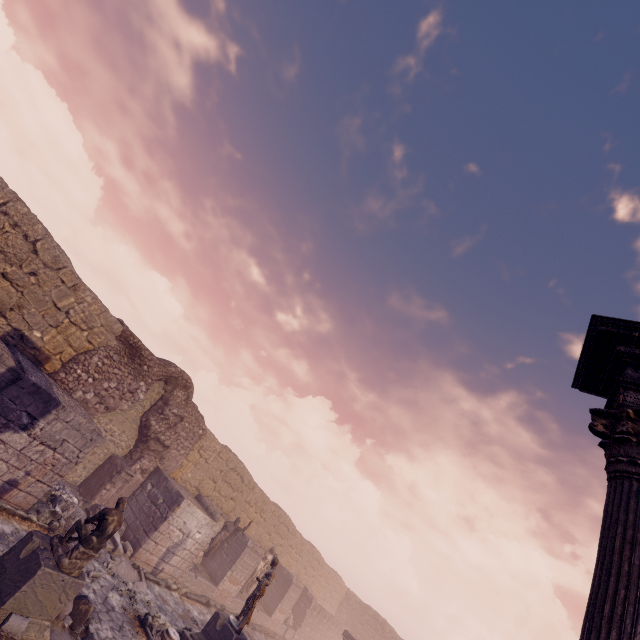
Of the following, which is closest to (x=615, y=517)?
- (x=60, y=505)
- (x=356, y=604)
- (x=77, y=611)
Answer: (x=77, y=611)

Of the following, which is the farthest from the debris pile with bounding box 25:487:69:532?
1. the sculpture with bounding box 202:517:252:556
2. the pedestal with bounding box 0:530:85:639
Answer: the sculpture with bounding box 202:517:252:556

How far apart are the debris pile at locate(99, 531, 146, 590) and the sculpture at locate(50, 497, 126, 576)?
4.9m

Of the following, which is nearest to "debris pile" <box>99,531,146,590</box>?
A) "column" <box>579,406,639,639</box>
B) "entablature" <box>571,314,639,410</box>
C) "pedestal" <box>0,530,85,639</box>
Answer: "pedestal" <box>0,530,85,639</box>

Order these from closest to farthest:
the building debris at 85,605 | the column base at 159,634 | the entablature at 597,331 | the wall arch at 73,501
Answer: the entablature at 597,331
the building debris at 85,605
the column base at 159,634
the wall arch at 73,501

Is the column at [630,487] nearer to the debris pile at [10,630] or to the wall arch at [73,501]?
the debris pile at [10,630]

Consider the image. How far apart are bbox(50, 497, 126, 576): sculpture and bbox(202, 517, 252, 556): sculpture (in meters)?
10.44

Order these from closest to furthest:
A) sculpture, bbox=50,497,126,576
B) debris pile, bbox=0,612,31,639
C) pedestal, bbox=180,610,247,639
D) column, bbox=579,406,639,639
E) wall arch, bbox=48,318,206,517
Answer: column, bbox=579,406,639,639, debris pile, bbox=0,612,31,639, sculpture, bbox=50,497,126,576, pedestal, bbox=180,610,247,639, wall arch, bbox=48,318,206,517
